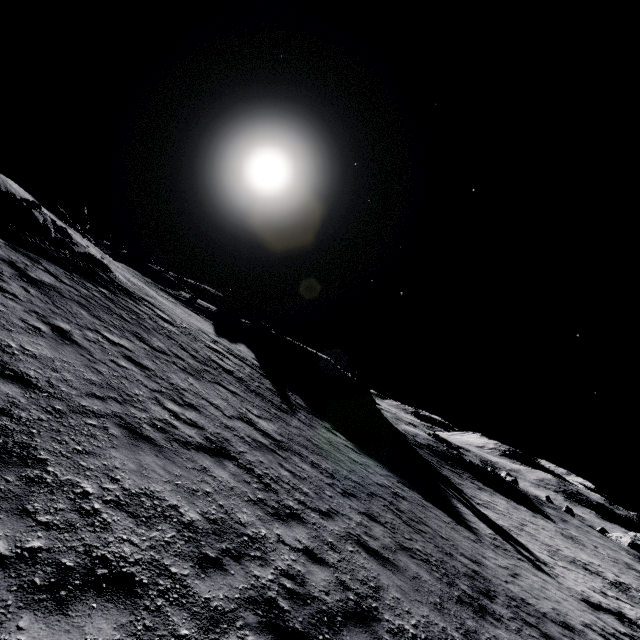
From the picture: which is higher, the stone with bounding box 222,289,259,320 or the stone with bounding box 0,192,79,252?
the stone with bounding box 222,289,259,320

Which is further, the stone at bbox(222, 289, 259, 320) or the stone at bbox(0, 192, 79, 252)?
the stone at bbox(222, 289, 259, 320)

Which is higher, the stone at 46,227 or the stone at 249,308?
the stone at 249,308

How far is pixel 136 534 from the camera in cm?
410

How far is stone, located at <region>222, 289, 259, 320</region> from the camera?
55.79m

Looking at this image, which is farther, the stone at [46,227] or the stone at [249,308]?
the stone at [249,308]
